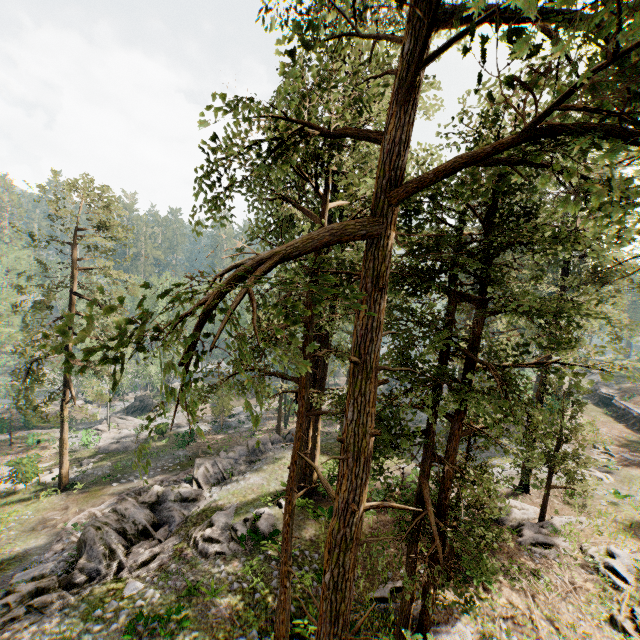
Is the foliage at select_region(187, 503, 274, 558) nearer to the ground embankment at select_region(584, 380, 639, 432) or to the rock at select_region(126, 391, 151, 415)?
the rock at select_region(126, 391, 151, 415)

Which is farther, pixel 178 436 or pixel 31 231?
pixel 178 436

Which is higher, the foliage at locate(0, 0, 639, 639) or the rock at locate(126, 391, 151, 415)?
the foliage at locate(0, 0, 639, 639)

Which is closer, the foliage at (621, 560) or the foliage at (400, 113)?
the foliage at (400, 113)

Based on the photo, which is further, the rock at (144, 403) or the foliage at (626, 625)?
the rock at (144, 403)

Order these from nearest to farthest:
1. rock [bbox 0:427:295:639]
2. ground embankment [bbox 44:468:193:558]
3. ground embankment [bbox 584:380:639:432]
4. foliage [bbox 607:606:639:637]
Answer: rock [bbox 0:427:295:639]
foliage [bbox 607:606:639:637]
ground embankment [bbox 44:468:193:558]
ground embankment [bbox 584:380:639:432]

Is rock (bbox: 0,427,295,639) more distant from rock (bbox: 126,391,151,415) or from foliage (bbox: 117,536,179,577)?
rock (bbox: 126,391,151,415)
